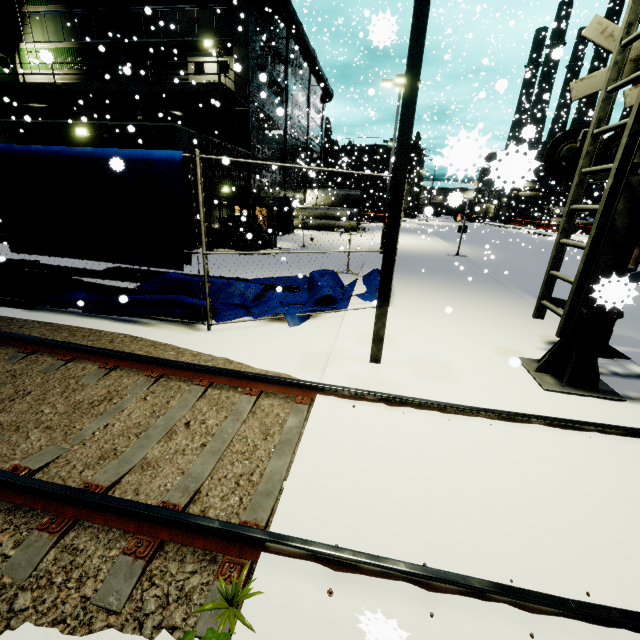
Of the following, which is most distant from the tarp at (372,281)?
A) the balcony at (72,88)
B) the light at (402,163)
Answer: the balcony at (72,88)

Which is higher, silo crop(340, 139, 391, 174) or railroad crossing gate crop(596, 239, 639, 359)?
silo crop(340, 139, 391, 174)

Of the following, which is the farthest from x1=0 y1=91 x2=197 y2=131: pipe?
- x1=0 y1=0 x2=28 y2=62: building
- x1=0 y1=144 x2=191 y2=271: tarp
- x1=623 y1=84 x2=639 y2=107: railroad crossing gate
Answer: x1=623 y1=84 x2=639 y2=107: railroad crossing gate

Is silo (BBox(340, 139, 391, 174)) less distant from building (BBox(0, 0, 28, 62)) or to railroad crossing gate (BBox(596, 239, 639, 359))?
building (BBox(0, 0, 28, 62))

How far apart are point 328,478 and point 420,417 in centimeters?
150cm

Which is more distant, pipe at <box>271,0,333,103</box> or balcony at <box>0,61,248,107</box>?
pipe at <box>271,0,333,103</box>

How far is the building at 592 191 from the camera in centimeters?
3499cm

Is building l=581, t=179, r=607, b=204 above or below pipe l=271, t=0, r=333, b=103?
below
